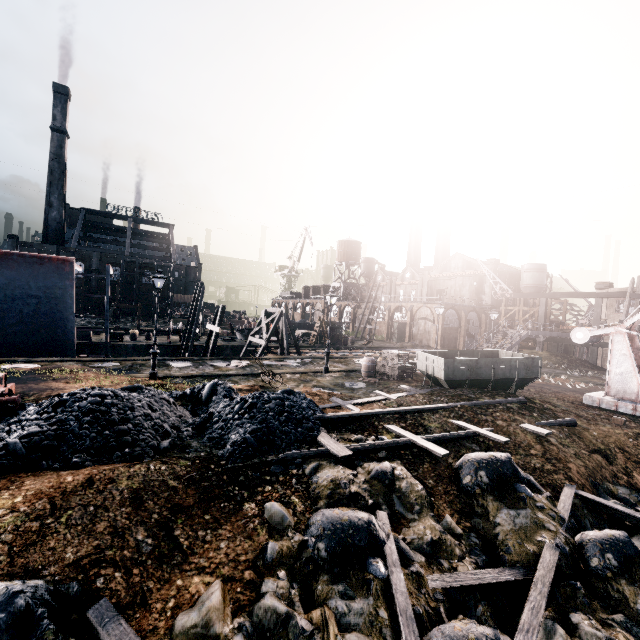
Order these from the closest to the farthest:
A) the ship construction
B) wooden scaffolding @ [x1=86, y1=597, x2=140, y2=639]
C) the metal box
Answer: wooden scaffolding @ [x1=86, y1=597, x2=140, y2=639] → the metal box → the ship construction

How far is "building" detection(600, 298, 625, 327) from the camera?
37.8m

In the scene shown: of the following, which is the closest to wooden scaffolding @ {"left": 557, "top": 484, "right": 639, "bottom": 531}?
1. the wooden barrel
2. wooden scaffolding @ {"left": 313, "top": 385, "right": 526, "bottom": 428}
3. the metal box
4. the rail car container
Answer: wooden scaffolding @ {"left": 313, "top": 385, "right": 526, "bottom": 428}

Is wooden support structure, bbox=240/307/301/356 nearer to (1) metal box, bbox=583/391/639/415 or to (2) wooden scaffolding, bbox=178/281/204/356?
(2) wooden scaffolding, bbox=178/281/204/356

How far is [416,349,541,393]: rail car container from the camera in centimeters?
1705cm

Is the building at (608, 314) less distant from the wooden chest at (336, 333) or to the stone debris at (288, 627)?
the wooden chest at (336, 333)

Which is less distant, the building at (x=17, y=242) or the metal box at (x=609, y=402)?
the metal box at (x=609, y=402)

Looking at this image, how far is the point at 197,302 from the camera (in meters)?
33.62
